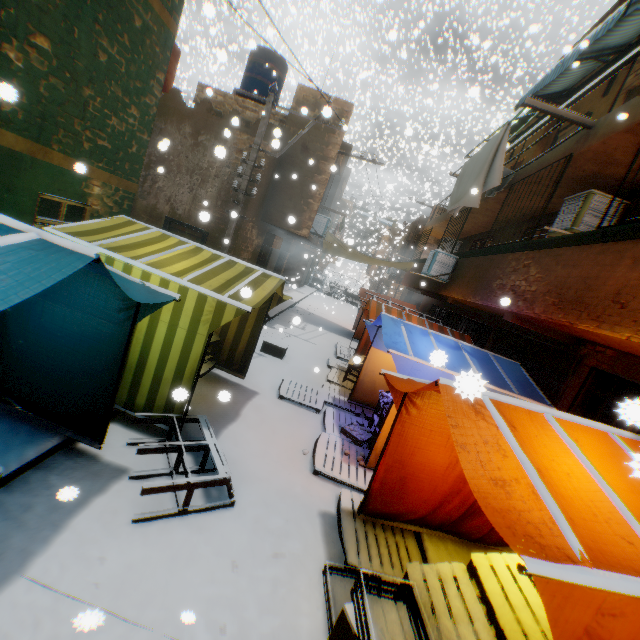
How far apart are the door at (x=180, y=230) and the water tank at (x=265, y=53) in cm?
654

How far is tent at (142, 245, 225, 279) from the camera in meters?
4.6 m

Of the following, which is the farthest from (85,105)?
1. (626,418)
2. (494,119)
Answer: (494,119)

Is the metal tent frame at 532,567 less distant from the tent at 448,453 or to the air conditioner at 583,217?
the tent at 448,453

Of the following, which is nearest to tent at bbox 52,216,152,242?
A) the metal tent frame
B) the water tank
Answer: the metal tent frame

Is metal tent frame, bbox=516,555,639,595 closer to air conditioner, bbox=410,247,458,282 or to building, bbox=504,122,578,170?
building, bbox=504,122,578,170

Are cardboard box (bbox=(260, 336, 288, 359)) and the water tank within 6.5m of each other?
no
